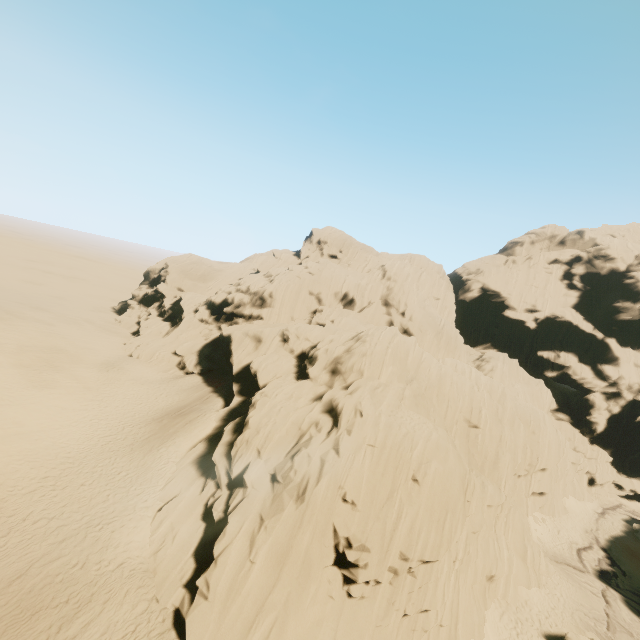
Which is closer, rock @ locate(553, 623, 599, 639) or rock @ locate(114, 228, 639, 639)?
rock @ locate(114, 228, 639, 639)

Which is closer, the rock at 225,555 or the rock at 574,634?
the rock at 225,555

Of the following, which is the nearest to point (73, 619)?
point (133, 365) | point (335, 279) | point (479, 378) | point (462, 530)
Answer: point (462, 530)

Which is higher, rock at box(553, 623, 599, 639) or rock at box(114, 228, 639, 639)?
rock at box(114, 228, 639, 639)

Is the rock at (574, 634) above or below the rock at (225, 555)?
below
